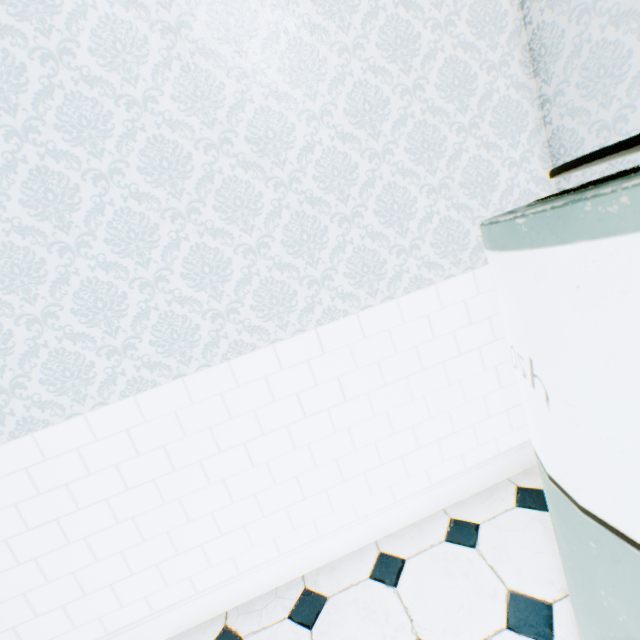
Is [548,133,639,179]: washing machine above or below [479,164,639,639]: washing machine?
above

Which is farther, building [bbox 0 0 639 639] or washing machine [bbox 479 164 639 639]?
building [bbox 0 0 639 639]

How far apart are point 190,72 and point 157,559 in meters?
2.2

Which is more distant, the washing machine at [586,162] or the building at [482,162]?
the building at [482,162]
